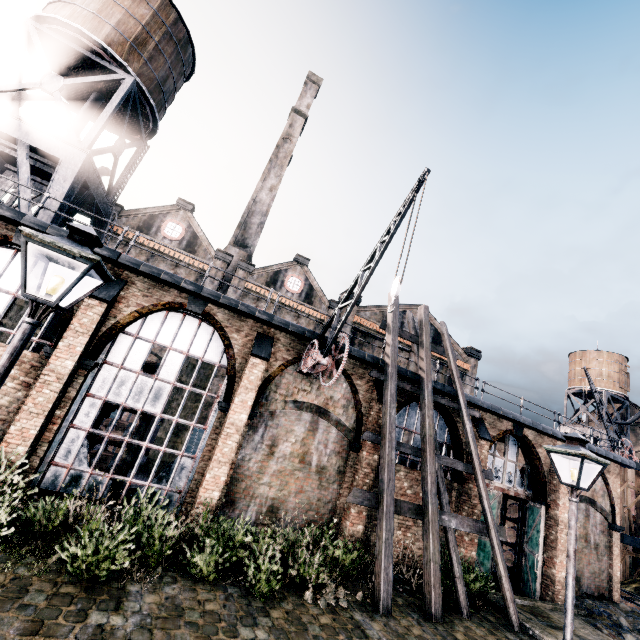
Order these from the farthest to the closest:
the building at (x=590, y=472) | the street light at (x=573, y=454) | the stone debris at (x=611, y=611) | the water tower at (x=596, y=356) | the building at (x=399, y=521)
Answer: the water tower at (x=596, y=356)
the building at (x=590, y=472)
the building at (x=399, y=521)
the stone debris at (x=611, y=611)
the street light at (x=573, y=454)

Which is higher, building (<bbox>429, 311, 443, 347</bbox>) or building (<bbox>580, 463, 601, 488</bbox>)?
building (<bbox>429, 311, 443, 347</bbox>)

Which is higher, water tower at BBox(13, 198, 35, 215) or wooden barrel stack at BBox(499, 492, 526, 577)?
water tower at BBox(13, 198, 35, 215)

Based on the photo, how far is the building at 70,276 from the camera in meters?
11.4

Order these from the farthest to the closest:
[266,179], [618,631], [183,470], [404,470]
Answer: [266,179] < [404,470] < [618,631] < [183,470]

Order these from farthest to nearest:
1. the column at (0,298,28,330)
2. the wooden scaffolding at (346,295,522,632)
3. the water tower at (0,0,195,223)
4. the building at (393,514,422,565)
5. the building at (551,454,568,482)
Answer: the building at (551,454,568,482) → the water tower at (0,0,195,223) → the column at (0,298,28,330) → the building at (393,514,422,565) → the wooden scaffolding at (346,295,522,632)

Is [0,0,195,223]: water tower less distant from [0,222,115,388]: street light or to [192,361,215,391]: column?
[192,361,215,391]: column

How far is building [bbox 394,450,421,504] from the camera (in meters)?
14.78
